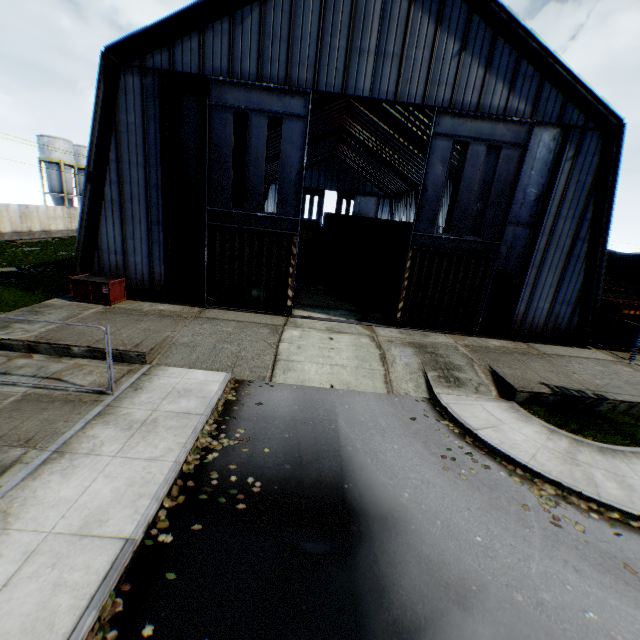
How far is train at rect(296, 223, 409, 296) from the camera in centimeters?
2020cm

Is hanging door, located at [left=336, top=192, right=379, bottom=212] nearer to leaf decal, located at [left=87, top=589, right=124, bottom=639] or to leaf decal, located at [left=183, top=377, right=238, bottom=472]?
leaf decal, located at [left=183, top=377, right=238, bottom=472]

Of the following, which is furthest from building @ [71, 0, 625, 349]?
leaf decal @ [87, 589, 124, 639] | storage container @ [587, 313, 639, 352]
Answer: leaf decal @ [87, 589, 124, 639]

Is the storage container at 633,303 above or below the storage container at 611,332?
above

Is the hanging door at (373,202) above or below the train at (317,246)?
above

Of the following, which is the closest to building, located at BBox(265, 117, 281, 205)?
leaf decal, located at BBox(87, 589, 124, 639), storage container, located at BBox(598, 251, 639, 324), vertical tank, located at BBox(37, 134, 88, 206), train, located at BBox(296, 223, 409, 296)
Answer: train, located at BBox(296, 223, 409, 296)

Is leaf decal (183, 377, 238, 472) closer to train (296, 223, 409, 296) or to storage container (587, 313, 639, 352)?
train (296, 223, 409, 296)

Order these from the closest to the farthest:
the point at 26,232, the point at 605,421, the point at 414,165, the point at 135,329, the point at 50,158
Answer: the point at 605,421
the point at 135,329
the point at 26,232
the point at 414,165
the point at 50,158
